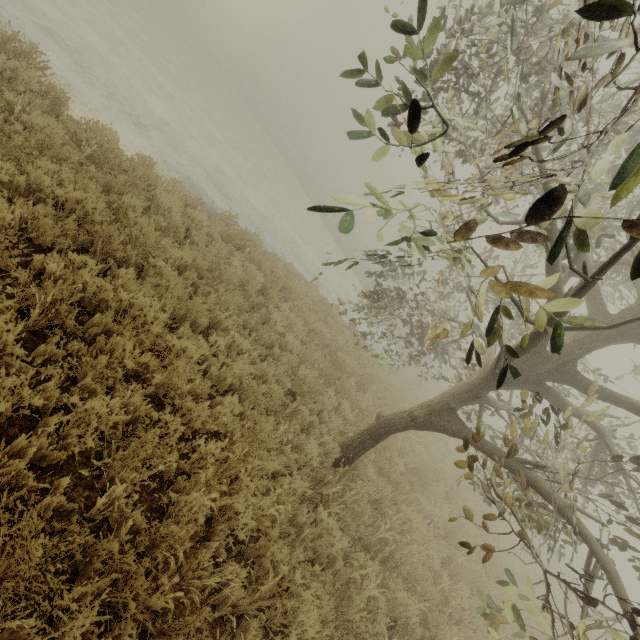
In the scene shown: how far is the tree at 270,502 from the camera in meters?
3.6 m

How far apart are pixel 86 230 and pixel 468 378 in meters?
6.7 m

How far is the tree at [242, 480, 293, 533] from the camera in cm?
364

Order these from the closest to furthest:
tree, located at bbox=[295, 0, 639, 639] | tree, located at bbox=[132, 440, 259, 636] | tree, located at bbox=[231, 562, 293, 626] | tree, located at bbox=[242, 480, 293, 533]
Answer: tree, located at bbox=[295, 0, 639, 639]
tree, located at bbox=[132, 440, 259, 636]
tree, located at bbox=[231, 562, 293, 626]
tree, located at bbox=[242, 480, 293, 533]

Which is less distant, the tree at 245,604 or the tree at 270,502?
the tree at 245,604

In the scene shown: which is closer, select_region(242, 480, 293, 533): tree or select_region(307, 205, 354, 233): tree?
select_region(307, 205, 354, 233): tree
